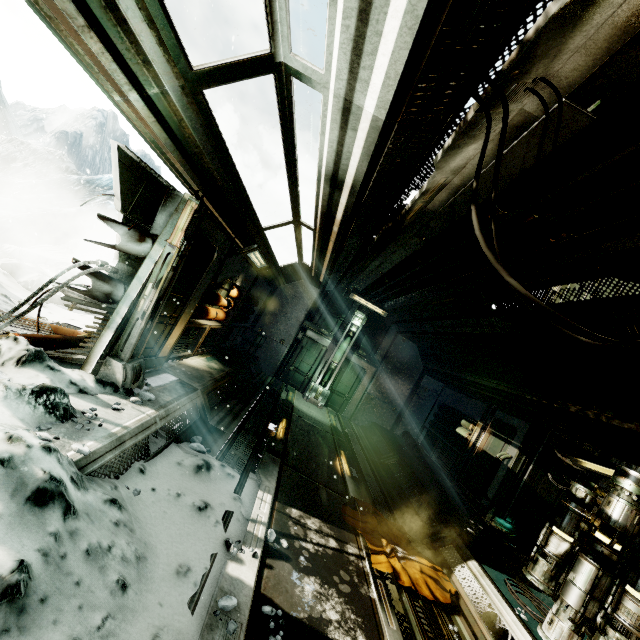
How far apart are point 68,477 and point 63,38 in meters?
2.9 m

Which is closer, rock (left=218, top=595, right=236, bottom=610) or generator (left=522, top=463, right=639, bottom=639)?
rock (left=218, top=595, right=236, bottom=610)

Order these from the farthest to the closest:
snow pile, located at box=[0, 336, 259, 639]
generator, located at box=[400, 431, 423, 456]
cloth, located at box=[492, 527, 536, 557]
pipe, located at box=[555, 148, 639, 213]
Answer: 1. generator, located at box=[400, 431, 423, 456]
2. cloth, located at box=[492, 527, 536, 557]
3. pipe, located at box=[555, 148, 639, 213]
4. snow pile, located at box=[0, 336, 259, 639]

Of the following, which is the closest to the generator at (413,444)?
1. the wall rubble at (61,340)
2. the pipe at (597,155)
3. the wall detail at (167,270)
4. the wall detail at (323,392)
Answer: the wall detail at (323,392)

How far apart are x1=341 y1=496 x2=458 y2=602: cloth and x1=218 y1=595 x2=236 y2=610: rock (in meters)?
2.20

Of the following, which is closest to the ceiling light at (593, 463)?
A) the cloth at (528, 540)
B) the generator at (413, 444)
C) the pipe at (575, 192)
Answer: the cloth at (528, 540)

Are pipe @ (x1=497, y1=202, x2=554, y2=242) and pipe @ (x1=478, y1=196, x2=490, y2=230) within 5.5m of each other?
yes

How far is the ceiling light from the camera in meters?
5.2
